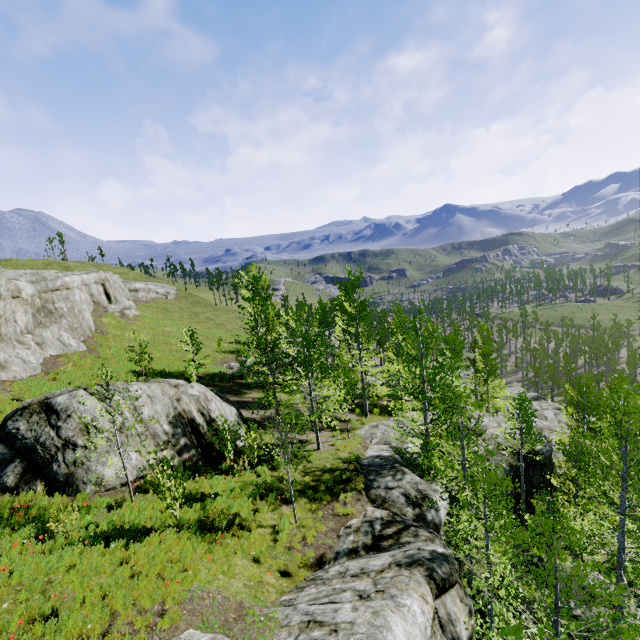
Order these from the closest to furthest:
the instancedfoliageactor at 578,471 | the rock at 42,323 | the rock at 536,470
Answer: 1. the instancedfoliageactor at 578,471
2. the rock at 536,470
3. the rock at 42,323

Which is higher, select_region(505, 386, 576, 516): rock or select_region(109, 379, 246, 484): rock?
select_region(109, 379, 246, 484): rock

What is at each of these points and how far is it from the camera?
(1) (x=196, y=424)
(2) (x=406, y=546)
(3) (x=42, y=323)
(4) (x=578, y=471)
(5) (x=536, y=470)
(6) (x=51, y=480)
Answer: (1) rock, 14.9 meters
(2) rock, 10.1 meters
(3) rock, 25.5 meters
(4) instancedfoliageactor, 10.1 meters
(5) rock, 20.2 meters
(6) rock, 10.8 meters

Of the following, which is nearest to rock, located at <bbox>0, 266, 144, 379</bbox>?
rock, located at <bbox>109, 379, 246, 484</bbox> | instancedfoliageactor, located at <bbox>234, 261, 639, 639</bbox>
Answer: instancedfoliageactor, located at <bbox>234, 261, 639, 639</bbox>

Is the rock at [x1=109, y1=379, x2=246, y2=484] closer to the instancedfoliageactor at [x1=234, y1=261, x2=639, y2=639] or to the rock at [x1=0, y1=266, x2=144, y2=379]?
the rock at [x1=0, y1=266, x2=144, y2=379]

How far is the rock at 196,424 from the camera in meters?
12.4
